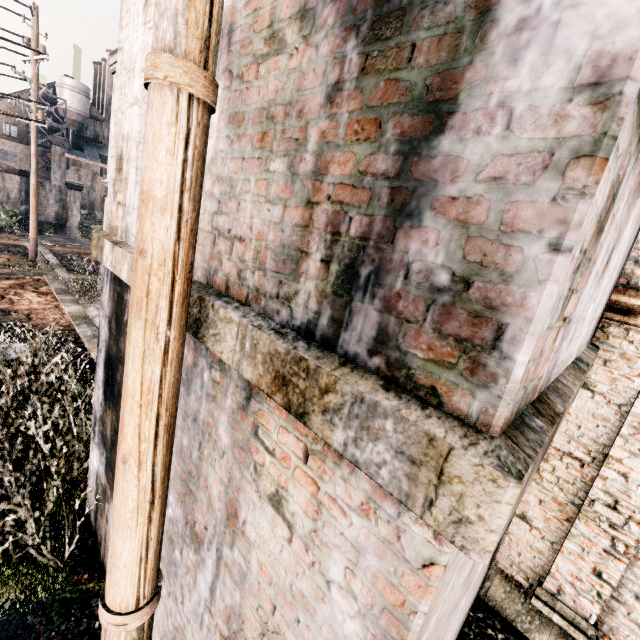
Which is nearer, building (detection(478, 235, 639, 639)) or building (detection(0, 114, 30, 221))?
building (detection(478, 235, 639, 639))

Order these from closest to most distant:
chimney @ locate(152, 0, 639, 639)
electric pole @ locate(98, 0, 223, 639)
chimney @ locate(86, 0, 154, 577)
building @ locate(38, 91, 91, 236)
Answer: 1. chimney @ locate(152, 0, 639, 639)
2. electric pole @ locate(98, 0, 223, 639)
3. chimney @ locate(86, 0, 154, 577)
4. building @ locate(38, 91, 91, 236)

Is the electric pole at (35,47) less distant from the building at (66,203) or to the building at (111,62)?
the building at (111,62)

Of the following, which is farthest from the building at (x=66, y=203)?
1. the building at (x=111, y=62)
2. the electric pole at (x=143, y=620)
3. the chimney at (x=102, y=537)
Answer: the chimney at (x=102, y=537)

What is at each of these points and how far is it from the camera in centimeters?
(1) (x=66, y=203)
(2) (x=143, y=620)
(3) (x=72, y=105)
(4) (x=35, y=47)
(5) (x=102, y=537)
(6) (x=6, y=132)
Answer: (1) building, 3625cm
(2) electric pole, 227cm
(3) silo, 5866cm
(4) electric pole, 1609cm
(5) chimney, 416cm
(6) building, 5856cm

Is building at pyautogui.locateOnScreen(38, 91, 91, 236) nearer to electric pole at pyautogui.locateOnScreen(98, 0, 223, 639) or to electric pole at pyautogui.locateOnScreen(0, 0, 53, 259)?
electric pole at pyautogui.locateOnScreen(0, 0, 53, 259)

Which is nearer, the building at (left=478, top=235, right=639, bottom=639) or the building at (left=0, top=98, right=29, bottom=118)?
the building at (left=478, top=235, right=639, bottom=639)

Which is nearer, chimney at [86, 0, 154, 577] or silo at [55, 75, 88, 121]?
chimney at [86, 0, 154, 577]
